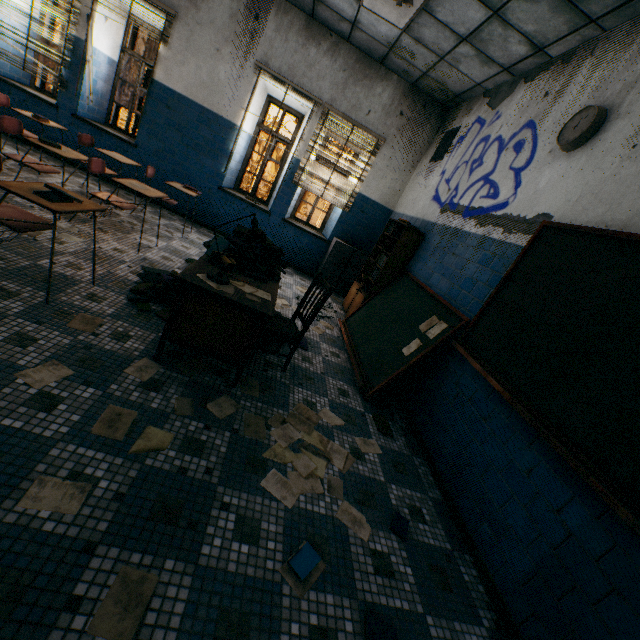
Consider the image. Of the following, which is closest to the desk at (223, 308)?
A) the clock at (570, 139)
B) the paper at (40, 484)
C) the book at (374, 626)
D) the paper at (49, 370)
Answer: the paper at (49, 370)

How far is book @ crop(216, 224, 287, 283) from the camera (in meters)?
2.81

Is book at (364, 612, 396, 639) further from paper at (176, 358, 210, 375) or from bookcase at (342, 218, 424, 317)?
bookcase at (342, 218, 424, 317)

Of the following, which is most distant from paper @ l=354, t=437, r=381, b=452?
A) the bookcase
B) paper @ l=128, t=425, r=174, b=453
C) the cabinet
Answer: the cabinet

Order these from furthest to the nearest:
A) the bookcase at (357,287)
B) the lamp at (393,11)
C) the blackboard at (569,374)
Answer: the bookcase at (357,287) → the lamp at (393,11) → the blackboard at (569,374)

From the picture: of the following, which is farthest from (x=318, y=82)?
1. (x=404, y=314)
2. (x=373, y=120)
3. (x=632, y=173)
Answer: (x=632, y=173)

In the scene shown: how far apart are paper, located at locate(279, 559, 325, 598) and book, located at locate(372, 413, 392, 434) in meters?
1.4

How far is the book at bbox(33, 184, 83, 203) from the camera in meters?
2.2
